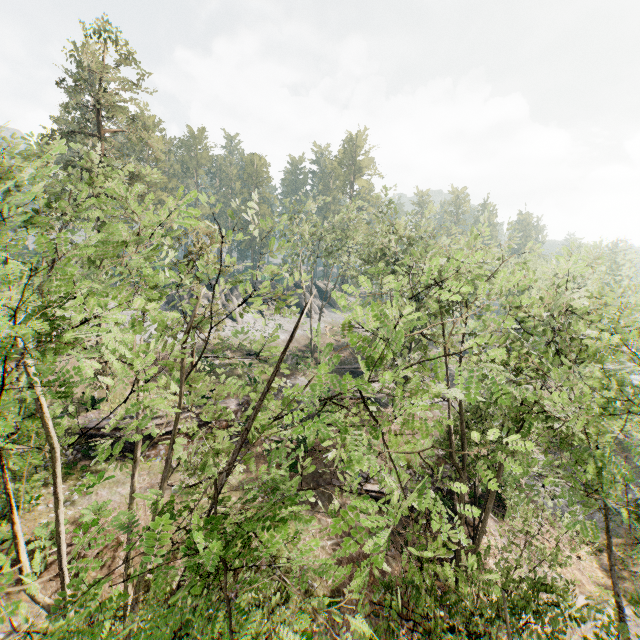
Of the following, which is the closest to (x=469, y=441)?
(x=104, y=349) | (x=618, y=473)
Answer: (x=618, y=473)

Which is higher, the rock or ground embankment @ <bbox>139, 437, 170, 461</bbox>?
the rock

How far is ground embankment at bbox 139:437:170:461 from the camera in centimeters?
2189cm

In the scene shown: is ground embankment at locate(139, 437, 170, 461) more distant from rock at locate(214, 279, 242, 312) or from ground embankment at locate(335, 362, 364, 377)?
rock at locate(214, 279, 242, 312)

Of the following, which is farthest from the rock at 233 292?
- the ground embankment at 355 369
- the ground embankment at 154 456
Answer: the ground embankment at 154 456

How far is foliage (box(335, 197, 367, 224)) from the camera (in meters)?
34.91

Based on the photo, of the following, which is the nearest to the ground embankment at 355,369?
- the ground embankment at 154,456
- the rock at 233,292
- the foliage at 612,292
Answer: the foliage at 612,292

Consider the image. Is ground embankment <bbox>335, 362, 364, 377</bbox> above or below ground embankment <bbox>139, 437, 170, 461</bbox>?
above
